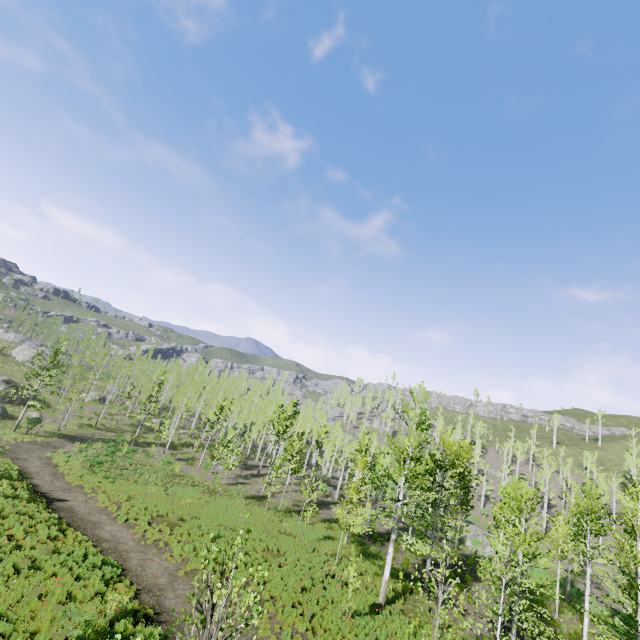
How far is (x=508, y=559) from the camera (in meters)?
14.16

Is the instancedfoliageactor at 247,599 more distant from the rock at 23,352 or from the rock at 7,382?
the rock at 23,352

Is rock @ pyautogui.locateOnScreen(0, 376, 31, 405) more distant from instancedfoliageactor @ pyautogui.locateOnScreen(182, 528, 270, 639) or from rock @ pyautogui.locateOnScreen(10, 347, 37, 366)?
instancedfoliageactor @ pyautogui.locateOnScreen(182, 528, 270, 639)

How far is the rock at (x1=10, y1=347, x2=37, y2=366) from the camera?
56.8 meters

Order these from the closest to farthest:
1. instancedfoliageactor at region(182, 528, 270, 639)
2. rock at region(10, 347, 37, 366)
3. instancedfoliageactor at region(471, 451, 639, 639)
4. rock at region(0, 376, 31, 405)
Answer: instancedfoliageactor at region(182, 528, 270, 639) < instancedfoliageactor at region(471, 451, 639, 639) < rock at region(0, 376, 31, 405) < rock at region(10, 347, 37, 366)

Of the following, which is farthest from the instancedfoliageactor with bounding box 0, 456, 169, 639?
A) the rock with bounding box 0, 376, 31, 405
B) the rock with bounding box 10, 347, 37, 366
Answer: the rock with bounding box 10, 347, 37, 366

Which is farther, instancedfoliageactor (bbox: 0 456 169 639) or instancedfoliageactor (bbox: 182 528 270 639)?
instancedfoliageactor (bbox: 0 456 169 639)

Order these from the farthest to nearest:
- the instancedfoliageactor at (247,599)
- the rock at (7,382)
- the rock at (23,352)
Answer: the rock at (23,352), the rock at (7,382), the instancedfoliageactor at (247,599)
